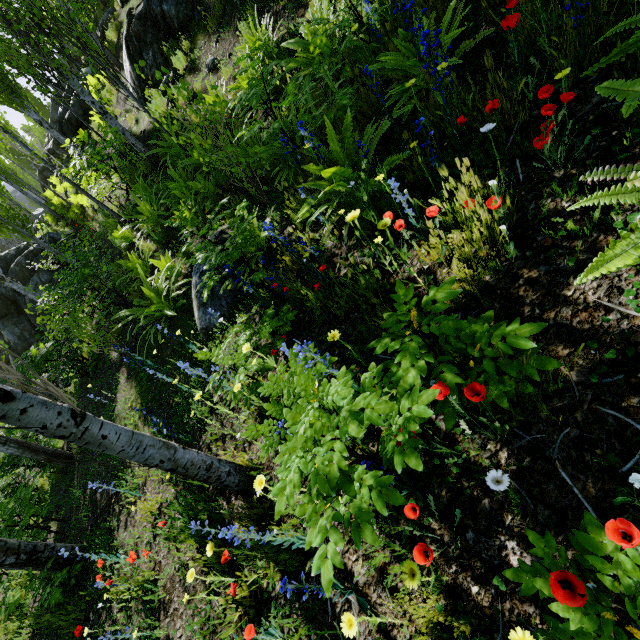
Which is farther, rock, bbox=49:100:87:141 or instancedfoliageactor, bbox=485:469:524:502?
rock, bbox=49:100:87:141

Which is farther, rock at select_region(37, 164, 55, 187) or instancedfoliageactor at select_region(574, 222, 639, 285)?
rock at select_region(37, 164, 55, 187)

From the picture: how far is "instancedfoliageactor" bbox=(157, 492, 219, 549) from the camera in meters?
2.7

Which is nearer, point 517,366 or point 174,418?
point 517,366

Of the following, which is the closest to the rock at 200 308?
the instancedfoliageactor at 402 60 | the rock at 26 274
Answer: the instancedfoliageactor at 402 60

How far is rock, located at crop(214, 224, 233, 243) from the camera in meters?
4.5 m

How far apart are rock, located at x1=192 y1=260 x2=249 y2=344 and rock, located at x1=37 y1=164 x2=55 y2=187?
24.9 meters

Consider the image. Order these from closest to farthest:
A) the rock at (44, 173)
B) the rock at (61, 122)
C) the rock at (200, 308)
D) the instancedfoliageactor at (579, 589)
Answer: the instancedfoliageactor at (579, 589) < the rock at (200, 308) < the rock at (61, 122) < the rock at (44, 173)
